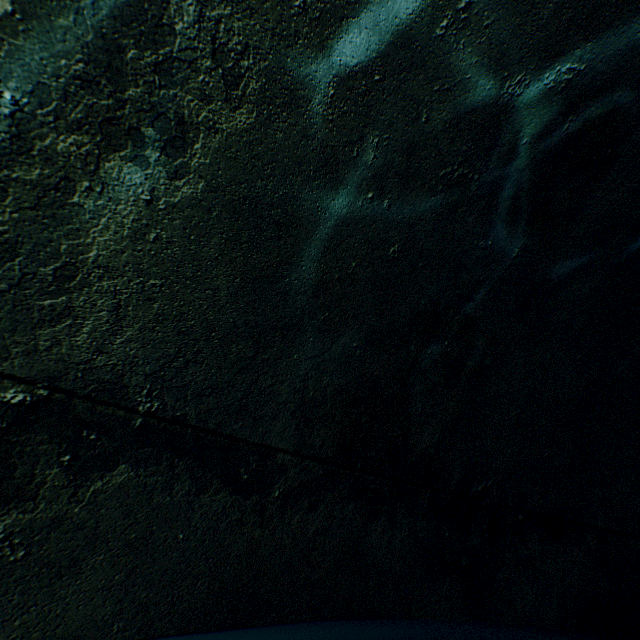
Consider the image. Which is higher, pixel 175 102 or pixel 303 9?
pixel 303 9

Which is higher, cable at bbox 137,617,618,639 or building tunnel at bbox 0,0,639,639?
building tunnel at bbox 0,0,639,639

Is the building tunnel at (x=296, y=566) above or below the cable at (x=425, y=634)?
above
